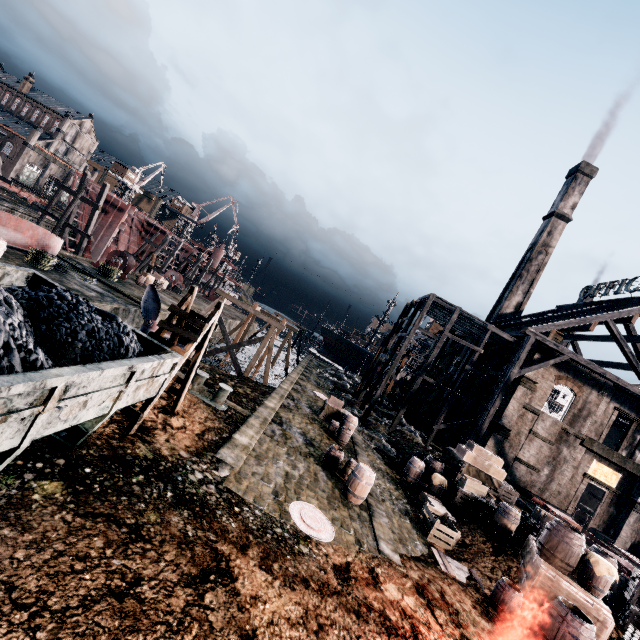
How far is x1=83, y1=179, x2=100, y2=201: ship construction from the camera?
36.5m

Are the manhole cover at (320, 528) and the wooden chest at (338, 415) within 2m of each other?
no

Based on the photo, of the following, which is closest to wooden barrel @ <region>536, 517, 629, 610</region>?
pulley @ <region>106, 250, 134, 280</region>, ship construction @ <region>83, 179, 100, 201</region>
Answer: pulley @ <region>106, 250, 134, 280</region>

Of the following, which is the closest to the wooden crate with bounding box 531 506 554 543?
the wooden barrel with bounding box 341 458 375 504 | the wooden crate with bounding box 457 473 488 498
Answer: the wooden crate with bounding box 457 473 488 498

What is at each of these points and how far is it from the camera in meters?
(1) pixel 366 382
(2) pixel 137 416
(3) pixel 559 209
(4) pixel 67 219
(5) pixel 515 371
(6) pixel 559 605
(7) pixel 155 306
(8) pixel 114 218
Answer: (1) wooden scaffolding, 32.7 m
(2) ladder, 8.7 m
(3) chimney, 46.2 m
(4) wooden scaffolding, 29.0 m
(5) wood roof frame, 25.5 m
(6) wooden barrel, 9.7 m
(7) propeller, 20.4 m
(8) ship construction, 40.4 m

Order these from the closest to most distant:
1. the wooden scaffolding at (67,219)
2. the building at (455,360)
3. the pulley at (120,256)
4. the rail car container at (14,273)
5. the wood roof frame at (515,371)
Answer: the rail car container at (14,273) < the wood roof frame at (515,371) < the wooden scaffolding at (67,219) < the pulley at (120,256) < the building at (455,360)

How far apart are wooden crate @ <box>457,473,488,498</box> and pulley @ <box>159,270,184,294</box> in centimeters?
3722cm

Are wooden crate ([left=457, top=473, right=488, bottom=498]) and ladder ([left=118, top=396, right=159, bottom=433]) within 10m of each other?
no
